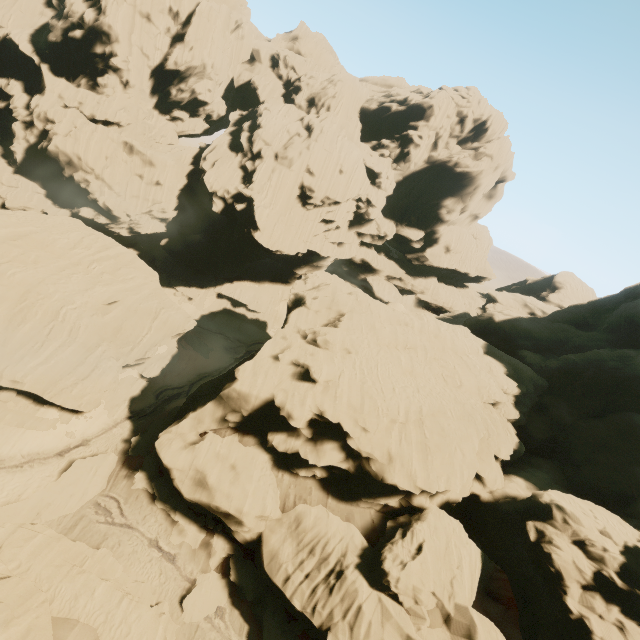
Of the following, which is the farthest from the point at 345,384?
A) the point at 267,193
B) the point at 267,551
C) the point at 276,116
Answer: the point at 276,116

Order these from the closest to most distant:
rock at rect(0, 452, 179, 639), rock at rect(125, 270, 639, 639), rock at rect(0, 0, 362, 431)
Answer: rock at rect(0, 452, 179, 639)
rock at rect(125, 270, 639, 639)
rock at rect(0, 0, 362, 431)

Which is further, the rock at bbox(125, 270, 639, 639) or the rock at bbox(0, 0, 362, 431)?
the rock at bbox(0, 0, 362, 431)

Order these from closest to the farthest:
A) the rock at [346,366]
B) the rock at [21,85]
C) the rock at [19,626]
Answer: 1. the rock at [19,626]
2. the rock at [346,366]
3. the rock at [21,85]

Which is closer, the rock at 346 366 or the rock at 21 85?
the rock at 346 366
